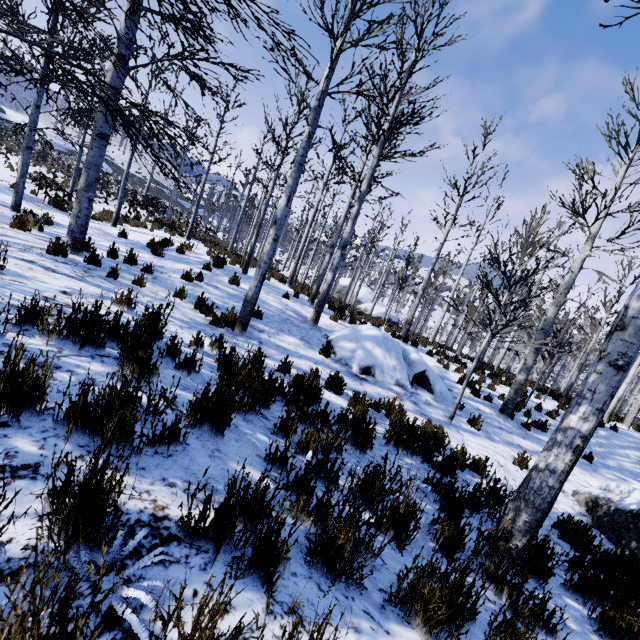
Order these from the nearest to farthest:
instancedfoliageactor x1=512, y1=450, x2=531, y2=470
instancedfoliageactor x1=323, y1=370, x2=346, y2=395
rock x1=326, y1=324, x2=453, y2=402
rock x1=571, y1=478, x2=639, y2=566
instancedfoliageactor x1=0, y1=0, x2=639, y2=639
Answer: instancedfoliageactor x1=0, y1=0, x2=639, y2=639 < rock x1=571, y1=478, x2=639, y2=566 < instancedfoliageactor x1=323, y1=370, x2=346, y2=395 < instancedfoliageactor x1=512, y1=450, x2=531, y2=470 < rock x1=326, y1=324, x2=453, y2=402

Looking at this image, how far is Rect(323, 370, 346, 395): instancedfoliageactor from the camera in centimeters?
574cm

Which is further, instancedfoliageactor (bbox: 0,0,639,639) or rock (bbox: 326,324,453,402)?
rock (bbox: 326,324,453,402)

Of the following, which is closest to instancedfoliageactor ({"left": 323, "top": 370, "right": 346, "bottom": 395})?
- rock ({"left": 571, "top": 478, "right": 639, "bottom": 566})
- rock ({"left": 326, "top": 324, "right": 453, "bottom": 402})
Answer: rock ({"left": 571, "top": 478, "right": 639, "bottom": 566})

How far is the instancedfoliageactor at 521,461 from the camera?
6.36m

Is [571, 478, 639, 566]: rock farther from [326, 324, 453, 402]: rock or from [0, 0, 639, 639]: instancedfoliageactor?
[326, 324, 453, 402]: rock

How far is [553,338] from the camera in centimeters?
1038cm

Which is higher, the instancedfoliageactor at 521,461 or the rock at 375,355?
the rock at 375,355
